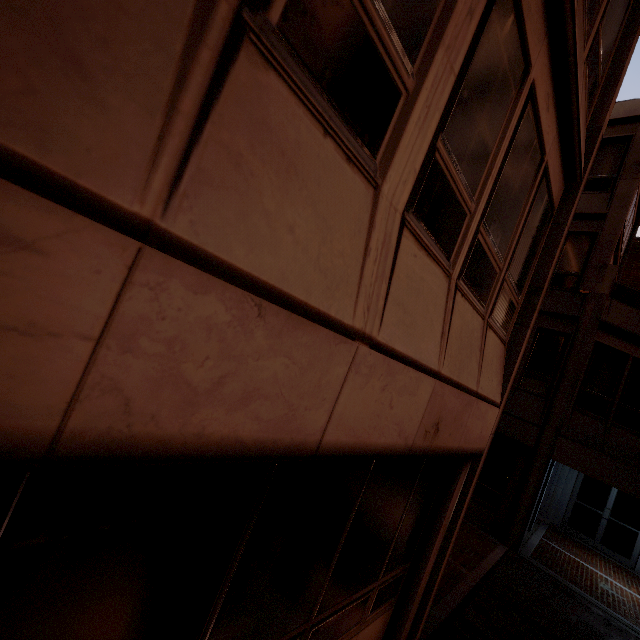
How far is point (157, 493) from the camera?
1.6 meters
